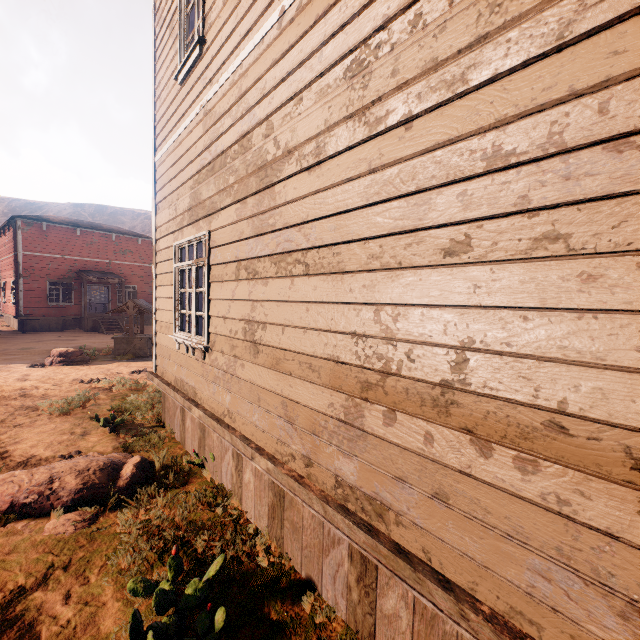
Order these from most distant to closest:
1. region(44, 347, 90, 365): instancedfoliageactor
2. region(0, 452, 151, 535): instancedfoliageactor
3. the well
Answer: the well, region(44, 347, 90, 365): instancedfoliageactor, region(0, 452, 151, 535): instancedfoliageactor

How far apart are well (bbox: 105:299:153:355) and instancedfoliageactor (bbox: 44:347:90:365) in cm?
68

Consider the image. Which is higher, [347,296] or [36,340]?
[347,296]

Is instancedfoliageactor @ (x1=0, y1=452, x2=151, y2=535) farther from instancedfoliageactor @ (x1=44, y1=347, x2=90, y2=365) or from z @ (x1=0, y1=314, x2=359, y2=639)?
instancedfoliageactor @ (x1=44, y1=347, x2=90, y2=365)

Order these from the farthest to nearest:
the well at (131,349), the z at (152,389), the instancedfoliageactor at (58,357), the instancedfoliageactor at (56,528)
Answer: the well at (131,349) → the instancedfoliageactor at (58,357) → the instancedfoliageactor at (56,528) → the z at (152,389)

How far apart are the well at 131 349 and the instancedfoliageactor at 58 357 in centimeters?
68cm

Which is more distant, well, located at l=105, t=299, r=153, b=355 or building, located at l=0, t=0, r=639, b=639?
well, located at l=105, t=299, r=153, b=355

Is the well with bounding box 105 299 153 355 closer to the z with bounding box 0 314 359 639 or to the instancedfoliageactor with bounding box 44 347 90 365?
the z with bounding box 0 314 359 639
